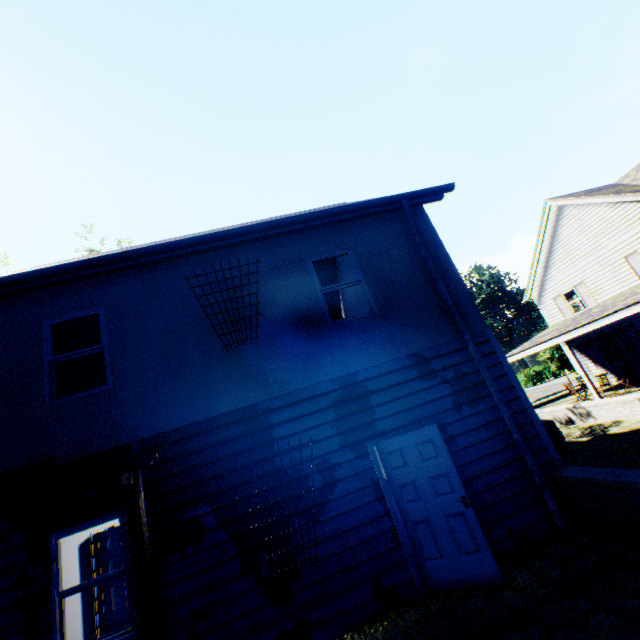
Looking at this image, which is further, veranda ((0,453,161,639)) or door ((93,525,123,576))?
door ((93,525,123,576))

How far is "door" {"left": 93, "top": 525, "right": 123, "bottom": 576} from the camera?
8.1 meters

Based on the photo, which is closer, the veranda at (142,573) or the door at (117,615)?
the veranda at (142,573)

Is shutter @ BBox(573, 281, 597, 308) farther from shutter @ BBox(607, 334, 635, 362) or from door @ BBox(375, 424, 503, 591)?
door @ BBox(375, 424, 503, 591)

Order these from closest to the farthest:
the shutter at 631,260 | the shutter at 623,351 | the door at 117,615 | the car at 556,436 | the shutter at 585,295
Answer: the door at 117,615 < the car at 556,436 < the shutter at 631,260 < the shutter at 623,351 < the shutter at 585,295

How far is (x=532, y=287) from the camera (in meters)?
22.83

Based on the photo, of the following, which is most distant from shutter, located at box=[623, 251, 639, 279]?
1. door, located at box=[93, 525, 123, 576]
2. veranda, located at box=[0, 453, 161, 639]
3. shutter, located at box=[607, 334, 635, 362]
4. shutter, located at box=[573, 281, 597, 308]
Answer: door, located at box=[93, 525, 123, 576]

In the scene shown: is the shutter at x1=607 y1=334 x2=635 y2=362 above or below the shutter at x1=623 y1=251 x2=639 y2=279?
below
